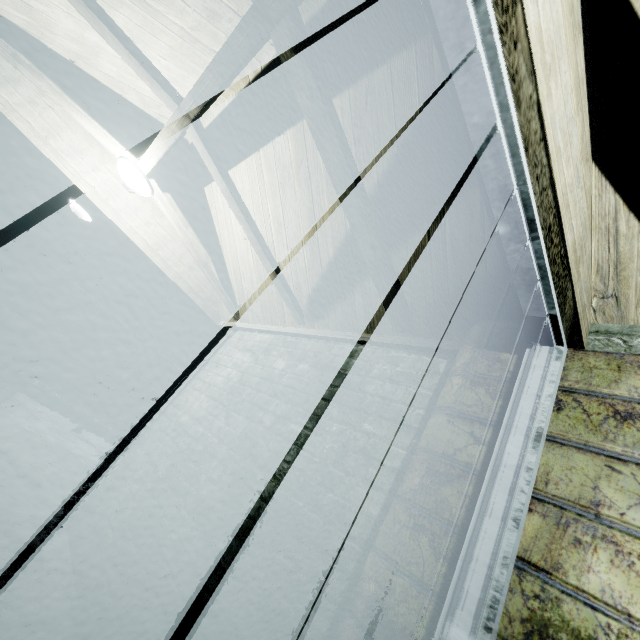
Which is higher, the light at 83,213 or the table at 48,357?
the light at 83,213

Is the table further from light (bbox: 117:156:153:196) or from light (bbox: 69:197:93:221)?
light (bbox: 117:156:153:196)

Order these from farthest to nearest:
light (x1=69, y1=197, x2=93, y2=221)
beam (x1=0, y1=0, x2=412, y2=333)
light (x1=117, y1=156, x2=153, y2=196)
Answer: light (x1=69, y1=197, x2=93, y2=221)
light (x1=117, y1=156, x2=153, y2=196)
beam (x1=0, y1=0, x2=412, y2=333)

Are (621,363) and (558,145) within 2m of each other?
yes

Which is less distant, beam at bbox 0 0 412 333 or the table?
beam at bbox 0 0 412 333

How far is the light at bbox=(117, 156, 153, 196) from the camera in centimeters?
247cm

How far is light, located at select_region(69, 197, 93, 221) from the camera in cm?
397

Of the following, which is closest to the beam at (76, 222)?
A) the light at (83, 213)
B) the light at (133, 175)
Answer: the light at (83, 213)
